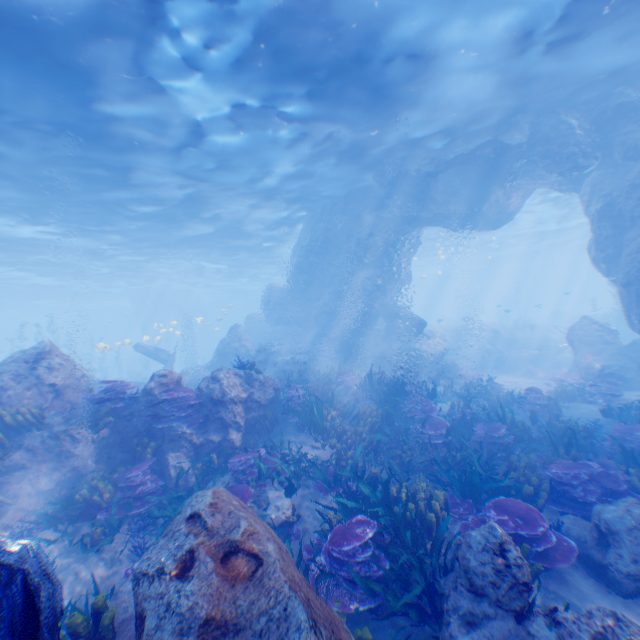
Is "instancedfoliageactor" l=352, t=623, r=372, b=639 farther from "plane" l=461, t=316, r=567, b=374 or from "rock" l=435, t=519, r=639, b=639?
"plane" l=461, t=316, r=567, b=374

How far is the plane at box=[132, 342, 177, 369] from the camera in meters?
21.2

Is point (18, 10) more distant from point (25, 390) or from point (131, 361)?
point (131, 361)

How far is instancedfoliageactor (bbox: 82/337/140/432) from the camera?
8.2m

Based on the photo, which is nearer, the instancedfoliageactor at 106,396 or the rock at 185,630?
the rock at 185,630

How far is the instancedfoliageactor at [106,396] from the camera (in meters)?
8.22

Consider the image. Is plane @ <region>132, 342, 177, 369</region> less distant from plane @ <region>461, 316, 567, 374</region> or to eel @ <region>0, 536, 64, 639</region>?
eel @ <region>0, 536, 64, 639</region>

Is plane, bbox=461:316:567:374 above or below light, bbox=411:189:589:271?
below
